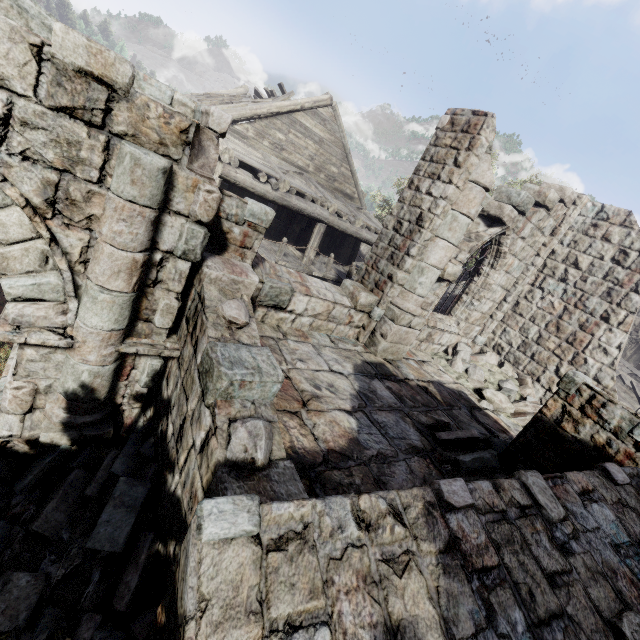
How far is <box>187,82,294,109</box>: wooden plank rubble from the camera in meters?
12.4 m

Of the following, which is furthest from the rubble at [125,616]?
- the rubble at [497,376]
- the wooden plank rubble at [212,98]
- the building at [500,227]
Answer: the wooden plank rubble at [212,98]

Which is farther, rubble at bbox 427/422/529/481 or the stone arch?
rubble at bbox 427/422/529/481

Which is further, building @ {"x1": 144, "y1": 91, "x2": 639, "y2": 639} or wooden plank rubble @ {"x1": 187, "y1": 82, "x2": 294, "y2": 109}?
wooden plank rubble @ {"x1": 187, "y1": 82, "x2": 294, "y2": 109}

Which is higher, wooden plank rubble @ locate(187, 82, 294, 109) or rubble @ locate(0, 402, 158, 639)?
wooden plank rubble @ locate(187, 82, 294, 109)

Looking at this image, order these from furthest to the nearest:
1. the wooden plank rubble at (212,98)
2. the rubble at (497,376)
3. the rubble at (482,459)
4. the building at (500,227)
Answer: the wooden plank rubble at (212,98) → the rubble at (497,376) → the rubble at (482,459) → the building at (500,227)

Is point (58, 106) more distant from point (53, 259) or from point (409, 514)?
point (409, 514)

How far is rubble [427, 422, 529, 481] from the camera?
4.66m
